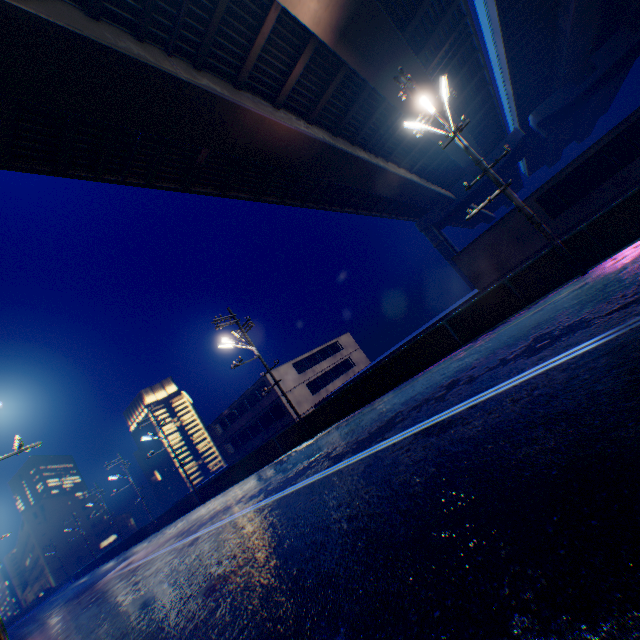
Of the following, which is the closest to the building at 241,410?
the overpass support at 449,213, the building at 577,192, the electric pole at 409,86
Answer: the building at 577,192

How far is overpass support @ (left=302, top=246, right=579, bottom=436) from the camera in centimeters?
1153cm

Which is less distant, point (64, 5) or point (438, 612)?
point (438, 612)

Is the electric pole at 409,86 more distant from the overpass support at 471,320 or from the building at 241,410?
the building at 241,410

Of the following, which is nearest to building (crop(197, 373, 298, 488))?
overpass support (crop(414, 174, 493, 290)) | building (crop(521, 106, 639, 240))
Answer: building (crop(521, 106, 639, 240))

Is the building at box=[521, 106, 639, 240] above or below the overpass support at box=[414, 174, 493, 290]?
below

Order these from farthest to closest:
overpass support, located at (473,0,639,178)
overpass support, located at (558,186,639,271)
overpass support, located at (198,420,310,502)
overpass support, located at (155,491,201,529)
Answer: overpass support, located at (155,491,201,529) → overpass support, located at (473,0,639,178) → overpass support, located at (198,420,310,502) → overpass support, located at (558,186,639,271)
